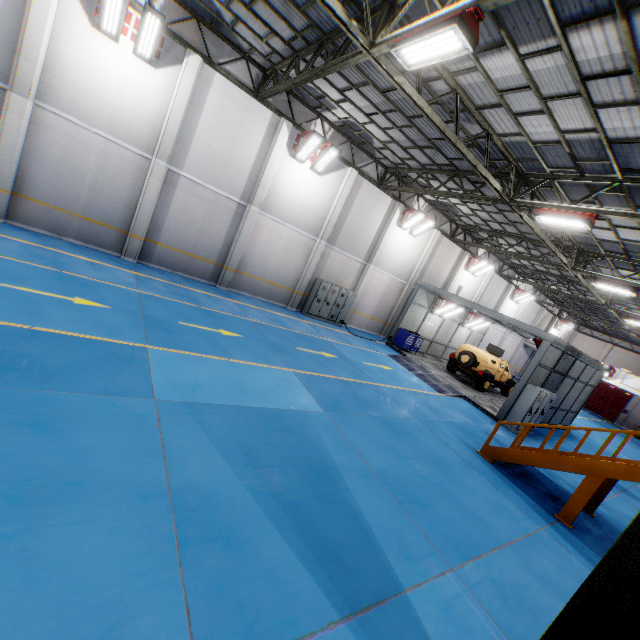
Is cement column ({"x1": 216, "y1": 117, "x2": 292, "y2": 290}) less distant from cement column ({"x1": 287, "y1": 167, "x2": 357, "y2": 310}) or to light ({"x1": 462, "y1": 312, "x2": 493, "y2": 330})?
cement column ({"x1": 287, "y1": 167, "x2": 357, "y2": 310})

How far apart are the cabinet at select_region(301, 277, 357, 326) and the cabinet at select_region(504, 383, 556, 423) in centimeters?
951cm

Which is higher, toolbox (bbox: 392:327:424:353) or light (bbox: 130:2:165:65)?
light (bbox: 130:2:165:65)

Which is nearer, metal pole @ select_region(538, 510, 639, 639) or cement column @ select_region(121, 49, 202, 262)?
metal pole @ select_region(538, 510, 639, 639)

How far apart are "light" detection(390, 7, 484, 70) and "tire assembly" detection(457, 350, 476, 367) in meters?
15.2 m

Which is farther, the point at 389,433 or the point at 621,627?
the point at 389,433

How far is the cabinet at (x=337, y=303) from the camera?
17.8m

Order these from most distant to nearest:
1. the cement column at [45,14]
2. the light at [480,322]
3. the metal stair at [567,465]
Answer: the light at [480,322]
the cement column at [45,14]
the metal stair at [567,465]
